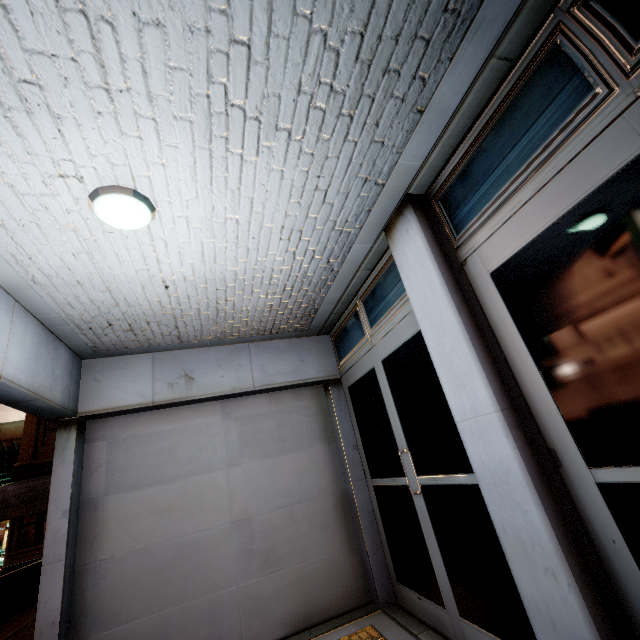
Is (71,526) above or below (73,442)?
below

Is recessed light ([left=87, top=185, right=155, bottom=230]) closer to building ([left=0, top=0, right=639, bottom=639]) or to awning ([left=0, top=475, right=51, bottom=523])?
building ([left=0, top=0, right=639, bottom=639])

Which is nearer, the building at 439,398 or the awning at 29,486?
the building at 439,398

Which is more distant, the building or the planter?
the planter

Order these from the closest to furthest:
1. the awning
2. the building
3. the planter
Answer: the building < the planter < the awning

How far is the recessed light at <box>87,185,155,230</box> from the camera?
2.13m

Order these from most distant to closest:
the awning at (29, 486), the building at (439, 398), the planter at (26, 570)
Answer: the awning at (29, 486) → the planter at (26, 570) → the building at (439, 398)

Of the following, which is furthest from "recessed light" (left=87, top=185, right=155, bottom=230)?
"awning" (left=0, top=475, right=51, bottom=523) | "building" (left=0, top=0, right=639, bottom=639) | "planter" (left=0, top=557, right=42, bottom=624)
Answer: "awning" (left=0, top=475, right=51, bottom=523)
